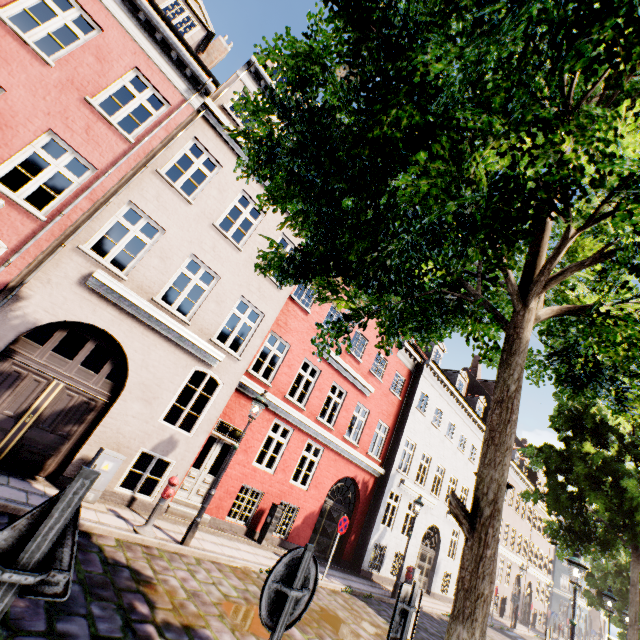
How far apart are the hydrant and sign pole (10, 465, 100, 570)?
6.8m

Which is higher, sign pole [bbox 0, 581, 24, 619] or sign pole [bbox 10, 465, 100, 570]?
sign pole [bbox 10, 465, 100, 570]

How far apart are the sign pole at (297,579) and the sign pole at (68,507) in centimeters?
166cm

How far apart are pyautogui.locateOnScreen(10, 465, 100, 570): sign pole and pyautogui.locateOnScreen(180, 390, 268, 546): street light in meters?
7.3

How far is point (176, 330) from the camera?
8.9 meters

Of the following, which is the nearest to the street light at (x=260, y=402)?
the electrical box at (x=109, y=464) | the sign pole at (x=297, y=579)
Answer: the electrical box at (x=109, y=464)

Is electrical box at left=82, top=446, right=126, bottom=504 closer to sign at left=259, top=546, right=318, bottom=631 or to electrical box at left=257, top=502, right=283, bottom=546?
electrical box at left=257, top=502, right=283, bottom=546

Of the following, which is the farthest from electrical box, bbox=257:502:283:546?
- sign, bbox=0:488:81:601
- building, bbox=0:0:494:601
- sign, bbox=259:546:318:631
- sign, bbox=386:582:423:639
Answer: building, bbox=0:0:494:601
